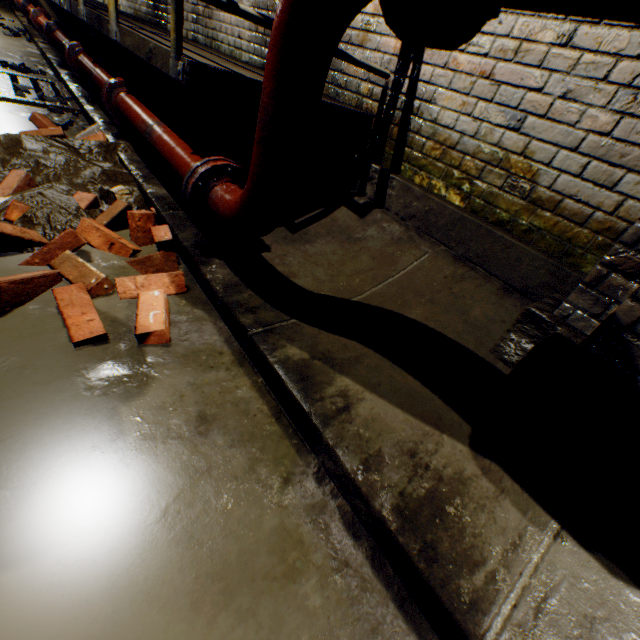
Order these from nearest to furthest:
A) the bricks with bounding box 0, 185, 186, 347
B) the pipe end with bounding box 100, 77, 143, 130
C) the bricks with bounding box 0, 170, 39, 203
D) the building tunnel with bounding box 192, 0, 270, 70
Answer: the bricks with bounding box 0, 185, 186, 347 < the bricks with bounding box 0, 170, 39, 203 < the pipe end with bounding box 100, 77, 143, 130 < the building tunnel with bounding box 192, 0, 270, 70

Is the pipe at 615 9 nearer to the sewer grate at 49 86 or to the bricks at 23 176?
the bricks at 23 176

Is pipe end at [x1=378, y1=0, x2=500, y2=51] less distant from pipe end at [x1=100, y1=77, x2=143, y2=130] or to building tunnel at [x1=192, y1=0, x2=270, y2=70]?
building tunnel at [x1=192, y1=0, x2=270, y2=70]

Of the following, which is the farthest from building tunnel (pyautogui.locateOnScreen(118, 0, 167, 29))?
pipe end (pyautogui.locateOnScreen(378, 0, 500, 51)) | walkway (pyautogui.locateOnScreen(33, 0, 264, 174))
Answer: pipe end (pyautogui.locateOnScreen(378, 0, 500, 51))

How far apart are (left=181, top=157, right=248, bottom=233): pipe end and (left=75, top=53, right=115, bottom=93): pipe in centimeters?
206cm

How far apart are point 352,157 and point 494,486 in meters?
2.4 m

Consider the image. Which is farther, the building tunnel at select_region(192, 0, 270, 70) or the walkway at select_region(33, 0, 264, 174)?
the building tunnel at select_region(192, 0, 270, 70)

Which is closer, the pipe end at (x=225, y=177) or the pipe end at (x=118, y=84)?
the pipe end at (x=225, y=177)
